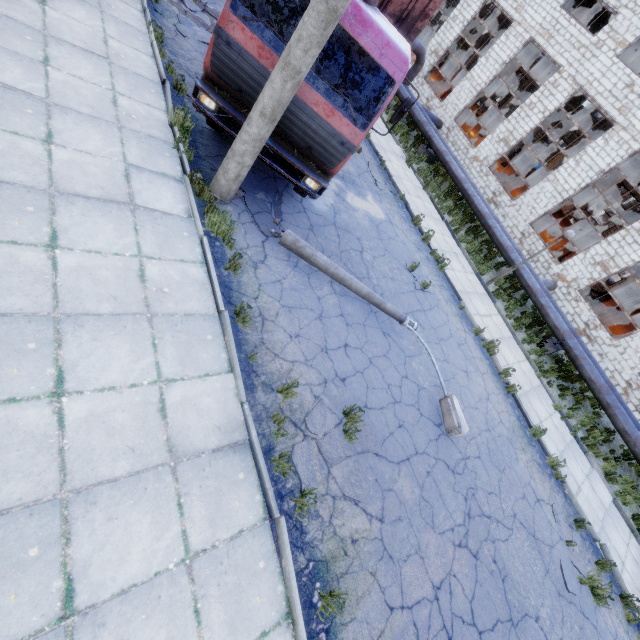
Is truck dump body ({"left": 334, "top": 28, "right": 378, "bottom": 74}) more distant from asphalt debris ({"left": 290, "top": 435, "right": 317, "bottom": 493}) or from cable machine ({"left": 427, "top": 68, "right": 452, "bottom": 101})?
cable machine ({"left": 427, "top": 68, "right": 452, "bottom": 101})

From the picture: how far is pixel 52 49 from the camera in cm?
584

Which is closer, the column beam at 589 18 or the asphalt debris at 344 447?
the asphalt debris at 344 447

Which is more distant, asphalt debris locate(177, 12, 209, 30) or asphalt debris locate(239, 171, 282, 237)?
asphalt debris locate(177, 12, 209, 30)

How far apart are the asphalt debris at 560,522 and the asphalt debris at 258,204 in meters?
9.6 m

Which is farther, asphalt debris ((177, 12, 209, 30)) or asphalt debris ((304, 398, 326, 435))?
asphalt debris ((177, 12, 209, 30))

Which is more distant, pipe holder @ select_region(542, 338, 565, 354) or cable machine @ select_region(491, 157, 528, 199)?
cable machine @ select_region(491, 157, 528, 199)

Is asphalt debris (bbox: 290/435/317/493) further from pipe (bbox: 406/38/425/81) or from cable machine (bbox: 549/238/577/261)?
cable machine (bbox: 549/238/577/261)
